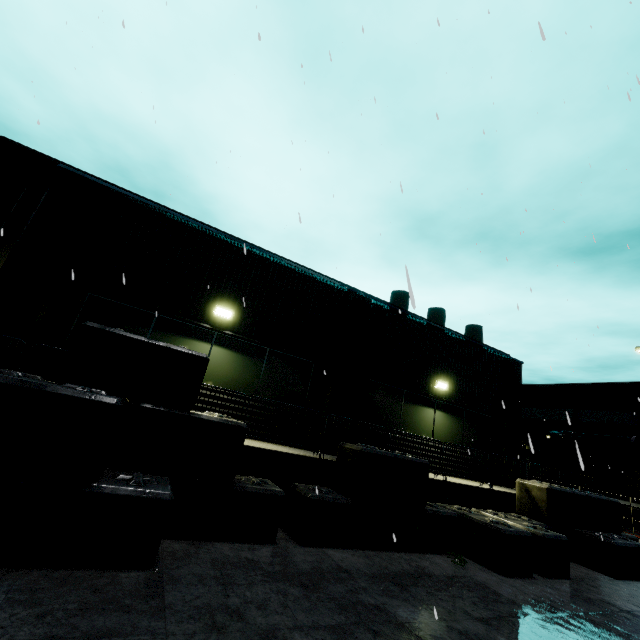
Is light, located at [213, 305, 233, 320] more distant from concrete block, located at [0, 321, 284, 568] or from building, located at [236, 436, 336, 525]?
concrete block, located at [0, 321, 284, 568]

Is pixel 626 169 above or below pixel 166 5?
above

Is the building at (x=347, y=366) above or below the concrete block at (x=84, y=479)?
above

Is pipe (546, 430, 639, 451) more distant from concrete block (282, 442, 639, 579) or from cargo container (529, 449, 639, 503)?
concrete block (282, 442, 639, 579)

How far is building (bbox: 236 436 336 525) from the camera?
6.58m

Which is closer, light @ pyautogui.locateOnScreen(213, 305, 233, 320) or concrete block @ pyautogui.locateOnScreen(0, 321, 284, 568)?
concrete block @ pyautogui.locateOnScreen(0, 321, 284, 568)

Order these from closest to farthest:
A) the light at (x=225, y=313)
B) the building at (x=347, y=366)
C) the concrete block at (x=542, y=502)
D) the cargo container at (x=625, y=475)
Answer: the concrete block at (x=542, y=502) < the building at (x=347, y=366) < the light at (x=225, y=313) < the cargo container at (x=625, y=475)
